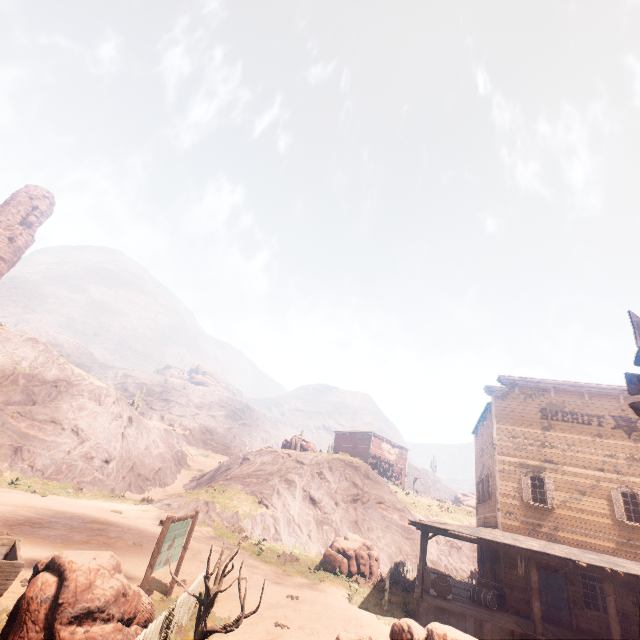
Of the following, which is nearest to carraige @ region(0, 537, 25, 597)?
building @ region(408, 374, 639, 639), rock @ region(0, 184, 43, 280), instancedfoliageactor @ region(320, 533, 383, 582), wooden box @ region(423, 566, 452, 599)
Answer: building @ region(408, 374, 639, 639)

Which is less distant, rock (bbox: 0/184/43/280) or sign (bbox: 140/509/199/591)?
sign (bbox: 140/509/199/591)

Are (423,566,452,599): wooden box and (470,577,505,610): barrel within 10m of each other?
yes

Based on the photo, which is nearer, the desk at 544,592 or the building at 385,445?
the desk at 544,592

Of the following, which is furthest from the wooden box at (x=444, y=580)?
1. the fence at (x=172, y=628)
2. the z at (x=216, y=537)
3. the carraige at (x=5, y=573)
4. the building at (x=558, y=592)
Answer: the carraige at (x=5, y=573)

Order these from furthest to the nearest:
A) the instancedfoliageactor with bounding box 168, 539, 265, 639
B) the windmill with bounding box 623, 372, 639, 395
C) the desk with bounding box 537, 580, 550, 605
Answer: the desk with bounding box 537, 580, 550, 605, the windmill with bounding box 623, 372, 639, 395, the instancedfoliageactor with bounding box 168, 539, 265, 639

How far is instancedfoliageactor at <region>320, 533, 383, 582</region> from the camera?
18.59m

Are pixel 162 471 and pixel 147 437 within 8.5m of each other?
yes
